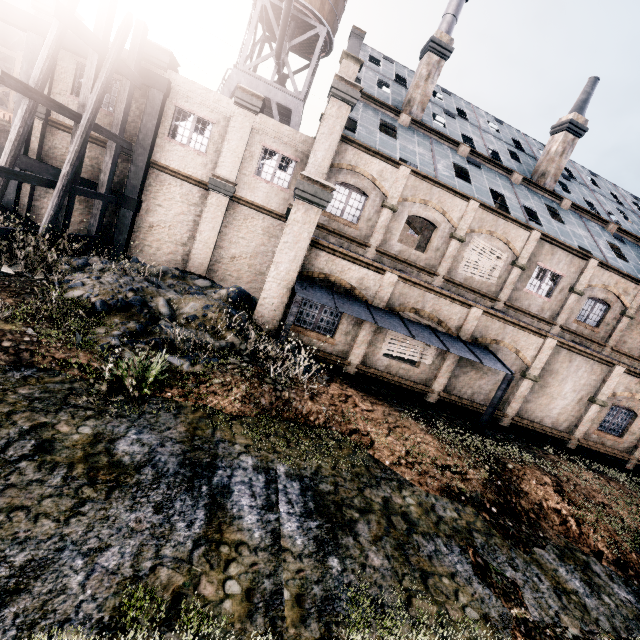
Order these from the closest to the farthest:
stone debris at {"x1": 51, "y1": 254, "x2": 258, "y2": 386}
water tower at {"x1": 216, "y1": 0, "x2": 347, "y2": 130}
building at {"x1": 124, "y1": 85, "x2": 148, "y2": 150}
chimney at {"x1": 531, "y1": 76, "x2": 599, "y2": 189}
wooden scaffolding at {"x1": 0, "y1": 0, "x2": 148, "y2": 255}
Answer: stone debris at {"x1": 51, "y1": 254, "x2": 258, "y2": 386} < wooden scaffolding at {"x1": 0, "y1": 0, "x2": 148, "y2": 255} < building at {"x1": 124, "y1": 85, "x2": 148, "y2": 150} < chimney at {"x1": 531, "y1": 76, "x2": 599, "y2": 189} < water tower at {"x1": 216, "y1": 0, "x2": 347, "y2": 130}

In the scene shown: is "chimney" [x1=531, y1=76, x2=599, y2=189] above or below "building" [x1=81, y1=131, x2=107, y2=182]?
above

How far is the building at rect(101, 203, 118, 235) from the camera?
17.3 meters

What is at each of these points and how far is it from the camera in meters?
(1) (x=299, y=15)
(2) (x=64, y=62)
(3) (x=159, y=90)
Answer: (1) water tower, 24.8 m
(2) building, 15.6 m
(3) building structure, 15.8 m

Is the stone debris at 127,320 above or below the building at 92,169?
below

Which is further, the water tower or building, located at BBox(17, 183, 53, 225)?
the water tower

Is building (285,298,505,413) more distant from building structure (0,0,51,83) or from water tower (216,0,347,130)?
water tower (216,0,347,130)

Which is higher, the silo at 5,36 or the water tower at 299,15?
the water tower at 299,15
